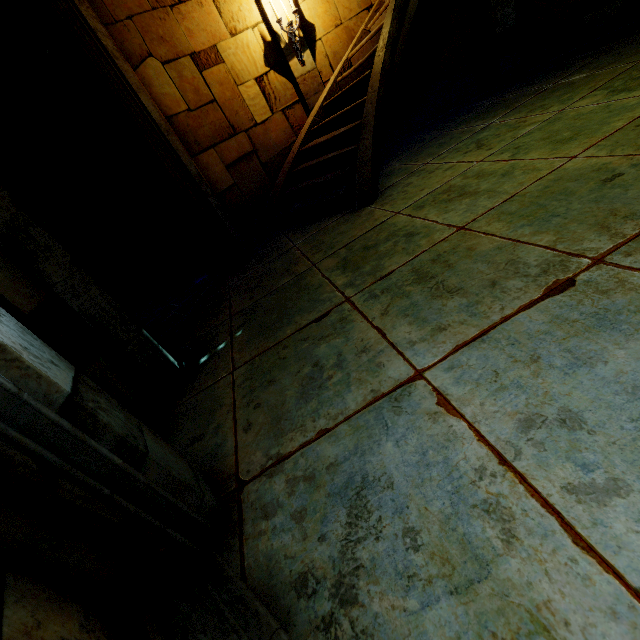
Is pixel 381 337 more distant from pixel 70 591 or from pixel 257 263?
pixel 257 263
